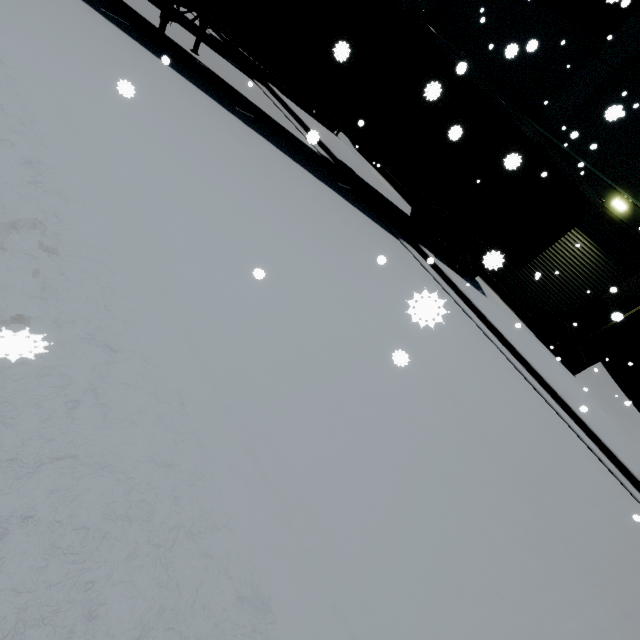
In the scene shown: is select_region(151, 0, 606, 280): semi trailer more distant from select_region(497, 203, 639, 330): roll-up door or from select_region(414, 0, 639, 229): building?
select_region(414, 0, 639, 229): building

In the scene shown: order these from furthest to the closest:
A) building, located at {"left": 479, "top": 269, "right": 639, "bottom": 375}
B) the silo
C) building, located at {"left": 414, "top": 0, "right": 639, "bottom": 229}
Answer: the silo → building, located at {"left": 479, "top": 269, "right": 639, "bottom": 375} → building, located at {"left": 414, "top": 0, "right": 639, "bottom": 229}

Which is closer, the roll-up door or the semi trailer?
the semi trailer

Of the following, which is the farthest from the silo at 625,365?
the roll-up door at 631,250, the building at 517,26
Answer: the roll-up door at 631,250

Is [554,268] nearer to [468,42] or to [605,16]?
[605,16]

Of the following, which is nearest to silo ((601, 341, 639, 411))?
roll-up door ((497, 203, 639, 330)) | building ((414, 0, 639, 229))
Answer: building ((414, 0, 639, 229))

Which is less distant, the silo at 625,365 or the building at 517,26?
the building at 517,26

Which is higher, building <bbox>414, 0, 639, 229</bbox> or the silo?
building <bbox>414, 0, 639, 229</bbox>
